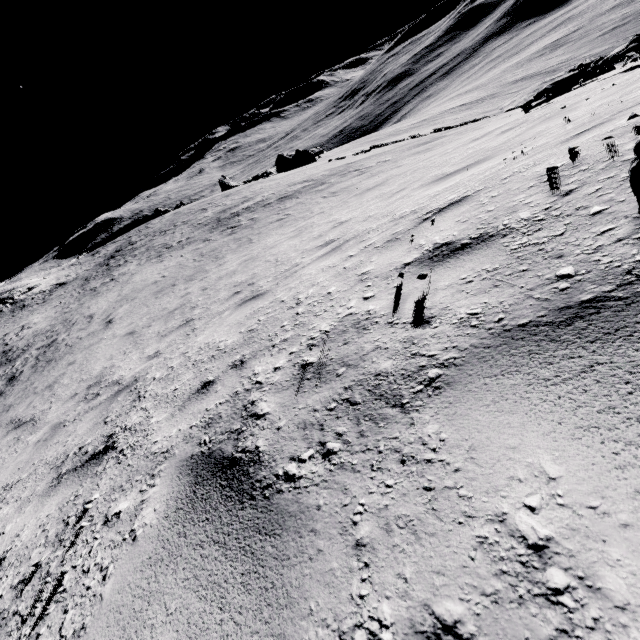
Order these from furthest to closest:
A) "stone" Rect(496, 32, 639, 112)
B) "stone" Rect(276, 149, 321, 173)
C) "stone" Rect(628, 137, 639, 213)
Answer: "stone" Rect(276, 149, 321, 173) → "stone" Rect(496, 32, 639, 112) → "stone" Rect(628, 137, 639, 213)

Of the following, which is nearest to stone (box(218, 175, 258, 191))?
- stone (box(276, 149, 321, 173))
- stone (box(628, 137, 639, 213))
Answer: stone (box(276, 149, 321, 173))

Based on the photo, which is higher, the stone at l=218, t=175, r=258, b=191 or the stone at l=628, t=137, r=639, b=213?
the stone at l=628, t=137, r=639, b=213

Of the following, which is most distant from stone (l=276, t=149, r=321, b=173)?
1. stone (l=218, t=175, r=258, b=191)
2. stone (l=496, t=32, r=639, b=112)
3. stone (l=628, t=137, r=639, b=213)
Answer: stone (l=628, t=137, r=639, b=213)

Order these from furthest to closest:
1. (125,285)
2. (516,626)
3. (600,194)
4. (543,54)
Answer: (543,54), (125,285), (600,194), (516,626)

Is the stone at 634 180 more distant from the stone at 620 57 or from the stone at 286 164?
the stone at 286 164

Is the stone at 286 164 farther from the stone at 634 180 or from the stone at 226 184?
the stone at 634 180

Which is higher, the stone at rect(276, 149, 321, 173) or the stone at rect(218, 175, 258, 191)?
the stone at rect(218, 175, 258, 191)
